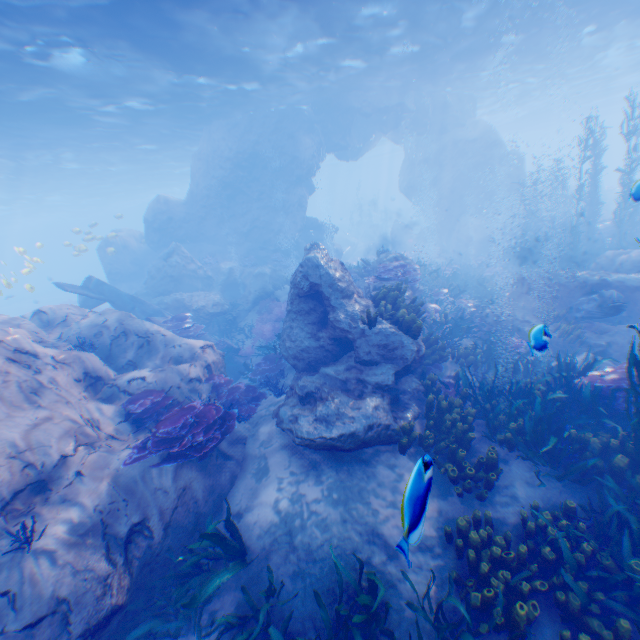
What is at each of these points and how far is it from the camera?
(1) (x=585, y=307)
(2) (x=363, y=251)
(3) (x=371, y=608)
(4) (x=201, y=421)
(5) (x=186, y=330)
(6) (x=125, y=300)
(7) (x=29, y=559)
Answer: (1) eel, 10.70m
(2) rock, 39.56m
(3) instancedfoliageactor, 4.60m
(4) instancedfoliageactor, 6.78m
(5) instancedfoliageactor, 14.11m
(6) plane, 16.77m
(7) rock, 4.72m

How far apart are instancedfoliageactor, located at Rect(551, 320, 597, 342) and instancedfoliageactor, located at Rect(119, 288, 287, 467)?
10.3 meters

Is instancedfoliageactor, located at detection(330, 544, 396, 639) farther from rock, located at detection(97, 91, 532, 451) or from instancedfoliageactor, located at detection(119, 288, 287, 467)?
instancedfoliageactor, located at detection(119, 288, 287, 467)

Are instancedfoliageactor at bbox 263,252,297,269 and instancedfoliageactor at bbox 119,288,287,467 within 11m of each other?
no

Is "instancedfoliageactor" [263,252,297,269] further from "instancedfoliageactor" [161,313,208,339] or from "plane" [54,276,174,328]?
"plane" [54,276,174,328]

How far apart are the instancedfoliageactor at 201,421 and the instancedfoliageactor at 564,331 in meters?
10.3

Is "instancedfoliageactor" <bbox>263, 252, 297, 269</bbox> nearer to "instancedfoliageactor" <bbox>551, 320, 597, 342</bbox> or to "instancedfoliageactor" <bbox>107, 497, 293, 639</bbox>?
"instancedfoliageactor" <bbox>551, 320, 597, 342</bbox>

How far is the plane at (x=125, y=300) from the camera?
15.09m
